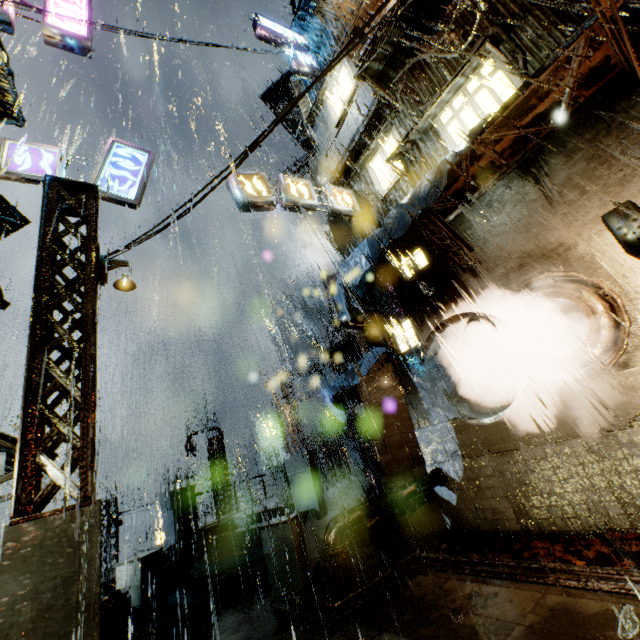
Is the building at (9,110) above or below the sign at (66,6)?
below

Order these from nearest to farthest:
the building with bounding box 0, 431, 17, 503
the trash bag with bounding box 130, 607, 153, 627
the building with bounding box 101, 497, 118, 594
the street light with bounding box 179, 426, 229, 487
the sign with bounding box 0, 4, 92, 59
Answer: the building with bounding box 0, 431, 17, 503, the trash bag with bounding box 130, 607, 153, 627, the sign with bounding box 0, 4, 92, 59, the building with bounding box 101, 497, 118, 594, the street light with bounding box 179, 426, 229, 487

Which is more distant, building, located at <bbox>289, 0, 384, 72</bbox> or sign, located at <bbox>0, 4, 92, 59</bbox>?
building, located at <bbox>289, 0, 384, 72</bbox>

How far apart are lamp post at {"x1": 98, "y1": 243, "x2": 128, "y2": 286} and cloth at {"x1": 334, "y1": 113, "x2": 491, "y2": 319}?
6.2 meters

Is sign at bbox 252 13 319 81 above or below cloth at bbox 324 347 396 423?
above

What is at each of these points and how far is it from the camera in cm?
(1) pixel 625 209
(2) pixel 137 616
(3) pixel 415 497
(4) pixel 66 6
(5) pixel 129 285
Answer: (1) sign, 517
(2) trash bag, 715
(3) pipe, 977
(4) sign, 1088
(5) lamp, 807

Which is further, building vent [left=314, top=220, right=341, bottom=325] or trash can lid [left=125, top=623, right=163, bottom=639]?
building vent [left=314, top=220, right=341, bottom=325]

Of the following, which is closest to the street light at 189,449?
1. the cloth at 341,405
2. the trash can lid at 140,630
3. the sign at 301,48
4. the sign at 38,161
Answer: the cloth at 341,405
